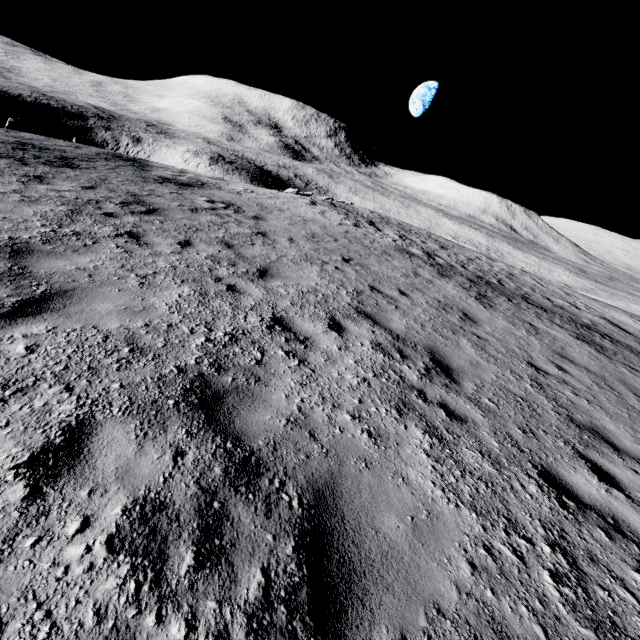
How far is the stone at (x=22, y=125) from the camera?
16.1m

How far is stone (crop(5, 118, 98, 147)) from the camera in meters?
16.1

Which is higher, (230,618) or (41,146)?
(230,618)
